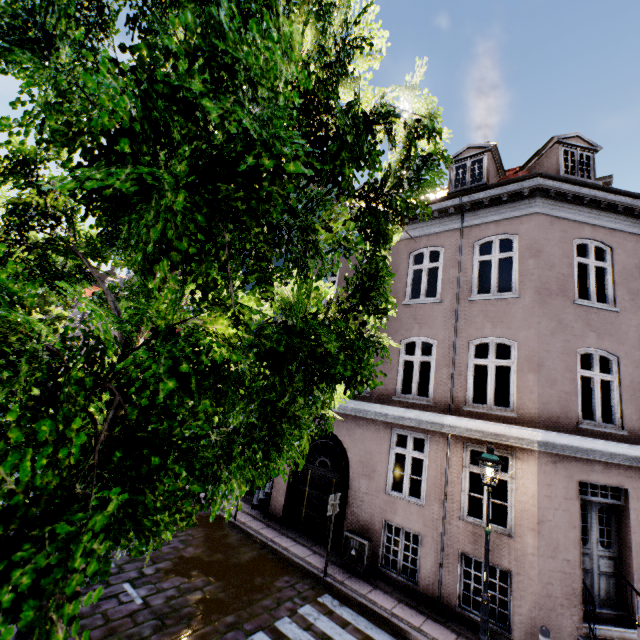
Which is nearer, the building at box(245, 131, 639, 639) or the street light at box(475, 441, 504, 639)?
the street light at box(475, 441, 504, 639)

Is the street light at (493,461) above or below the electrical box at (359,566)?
above

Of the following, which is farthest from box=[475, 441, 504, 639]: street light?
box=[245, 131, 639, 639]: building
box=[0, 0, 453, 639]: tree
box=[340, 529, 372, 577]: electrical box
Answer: box=[340, 529, 372, 577]: electrical box

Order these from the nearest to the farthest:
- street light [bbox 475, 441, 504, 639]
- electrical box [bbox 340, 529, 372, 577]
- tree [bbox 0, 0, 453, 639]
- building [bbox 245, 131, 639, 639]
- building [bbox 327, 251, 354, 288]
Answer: tree [bbox 0, 0, 453, 639]
street light [bbox 475, 441, 504, 639]
building [bbox 245, 131, 639, 639]
electrical box [bbox 340, 529, 372, 577]
building [bbox 327, 251, 354, 288]

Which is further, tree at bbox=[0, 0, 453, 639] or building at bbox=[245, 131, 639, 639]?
building at bbox=[245, 131, 639, 639]

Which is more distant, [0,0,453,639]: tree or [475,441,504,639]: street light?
[475,441,504,639]: street light

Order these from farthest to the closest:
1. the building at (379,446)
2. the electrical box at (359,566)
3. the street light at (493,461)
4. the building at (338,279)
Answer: the building at (338,279), the electrical box at (359,566), the building at (379,446), the street light at (493,461)

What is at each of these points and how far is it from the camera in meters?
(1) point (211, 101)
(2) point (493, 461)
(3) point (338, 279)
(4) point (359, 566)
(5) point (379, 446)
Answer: (1) tree, 0.8
(2) street light, 6.4
(3) building, 12.4
(4) electrical box, 8.5
(5) building, 9.5
